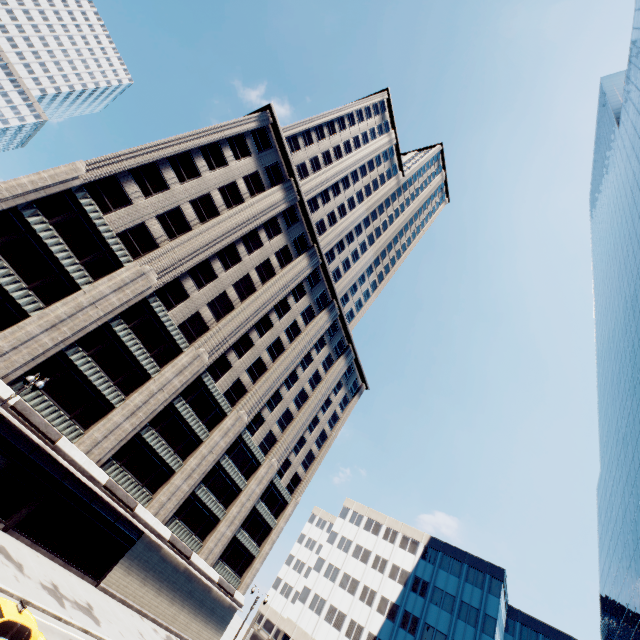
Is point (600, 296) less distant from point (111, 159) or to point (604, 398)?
point (604, 398)

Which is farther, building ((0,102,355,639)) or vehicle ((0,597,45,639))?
building ((0,102,355,639))

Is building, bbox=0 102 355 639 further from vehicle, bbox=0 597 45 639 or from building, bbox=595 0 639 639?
building, bbox=595 0 639 639

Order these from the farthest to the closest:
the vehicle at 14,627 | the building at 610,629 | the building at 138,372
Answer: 1. the building at 610,629
2. the building at 138,372
3. the vehicle at 14,627

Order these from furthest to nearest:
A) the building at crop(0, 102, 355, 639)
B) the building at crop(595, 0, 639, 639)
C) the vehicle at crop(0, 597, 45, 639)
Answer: the building at crop(595, 0, 639, 639) < the building at crop(0, 102, 355, 639) < the vehicle at crop(0, 597, 45, 639)

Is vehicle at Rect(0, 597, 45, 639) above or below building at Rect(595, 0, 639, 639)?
below

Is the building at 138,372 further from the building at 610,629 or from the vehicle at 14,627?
the building at 610,629

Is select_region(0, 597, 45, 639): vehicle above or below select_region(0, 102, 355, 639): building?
below
